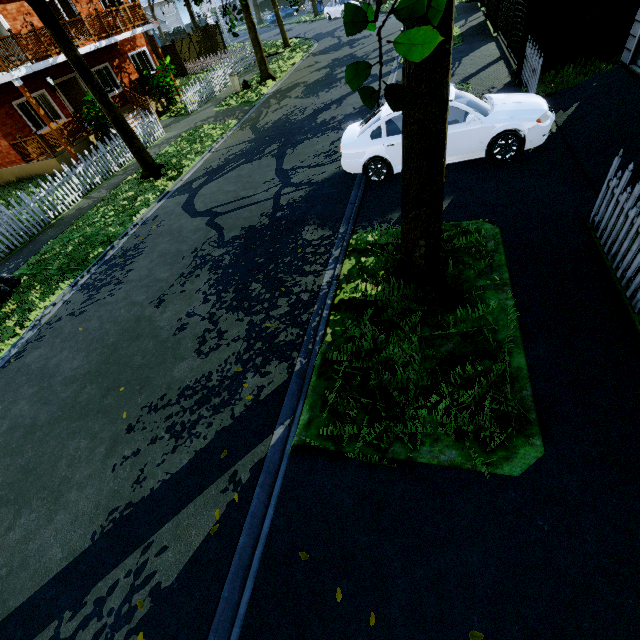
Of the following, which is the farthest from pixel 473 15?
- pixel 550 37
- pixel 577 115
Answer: pixel 577 115

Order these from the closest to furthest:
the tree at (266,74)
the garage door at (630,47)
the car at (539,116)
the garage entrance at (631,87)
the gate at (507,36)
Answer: the garage entrance at (631,87), the car at (539,116), the garage door at (630,47), the gate at (507,36), the tree at (266,74)

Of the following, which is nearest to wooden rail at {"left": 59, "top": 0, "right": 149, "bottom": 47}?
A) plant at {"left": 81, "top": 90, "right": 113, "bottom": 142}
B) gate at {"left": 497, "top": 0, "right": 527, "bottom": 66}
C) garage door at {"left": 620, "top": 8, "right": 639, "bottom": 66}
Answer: plant at {"left": 81, "top": 90, "right": 113, "bottom": 142}

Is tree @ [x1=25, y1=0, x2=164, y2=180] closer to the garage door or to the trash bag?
the garage door

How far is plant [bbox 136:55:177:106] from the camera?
18.4m

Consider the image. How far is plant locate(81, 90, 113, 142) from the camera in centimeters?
Answer: 1484cm

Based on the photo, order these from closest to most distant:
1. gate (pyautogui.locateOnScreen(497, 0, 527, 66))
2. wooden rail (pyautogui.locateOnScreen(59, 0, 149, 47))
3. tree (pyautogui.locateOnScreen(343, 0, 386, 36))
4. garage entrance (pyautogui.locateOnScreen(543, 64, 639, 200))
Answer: tree (pyautogui.locateOnScreen(343, 0, 386, 36)) < garage entrance (pyautogui.locateOnScreen(543, 64, 639, 200)) < gate (pyautogui.locateOnScreen(497, 0, 527, 66)) < wooden rail (pyautogui.locateOnScreen(59, 0, 149, 47))

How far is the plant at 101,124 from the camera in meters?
14.8
